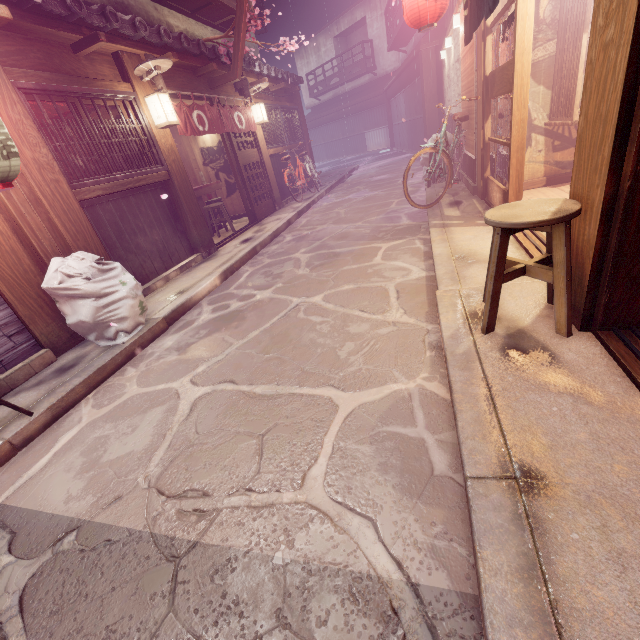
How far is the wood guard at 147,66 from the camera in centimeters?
850cm

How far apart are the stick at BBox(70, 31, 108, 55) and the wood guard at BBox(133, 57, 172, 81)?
0.9 meters

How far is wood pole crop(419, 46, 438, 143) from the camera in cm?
1903

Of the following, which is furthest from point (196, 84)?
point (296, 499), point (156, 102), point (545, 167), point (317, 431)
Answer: point (296, 499)

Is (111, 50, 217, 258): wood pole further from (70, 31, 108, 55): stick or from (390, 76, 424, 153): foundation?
(390, 76, 424, 153): foundation

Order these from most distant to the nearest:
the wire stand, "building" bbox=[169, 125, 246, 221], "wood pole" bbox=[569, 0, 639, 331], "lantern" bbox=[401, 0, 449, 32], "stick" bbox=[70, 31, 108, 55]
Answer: "building" bbox=[169, 125, 246, 221] → the wire stand → "lantern" bbox=[401, 0, 449, 32] → "stick" bbox=[70, 31, 108, 55] → "wood pole" bbox=[569, 0, 639, 331]

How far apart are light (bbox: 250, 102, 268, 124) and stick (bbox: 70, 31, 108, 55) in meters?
8.3 m

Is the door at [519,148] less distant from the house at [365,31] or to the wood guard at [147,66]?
the wood guard at [147,66]
